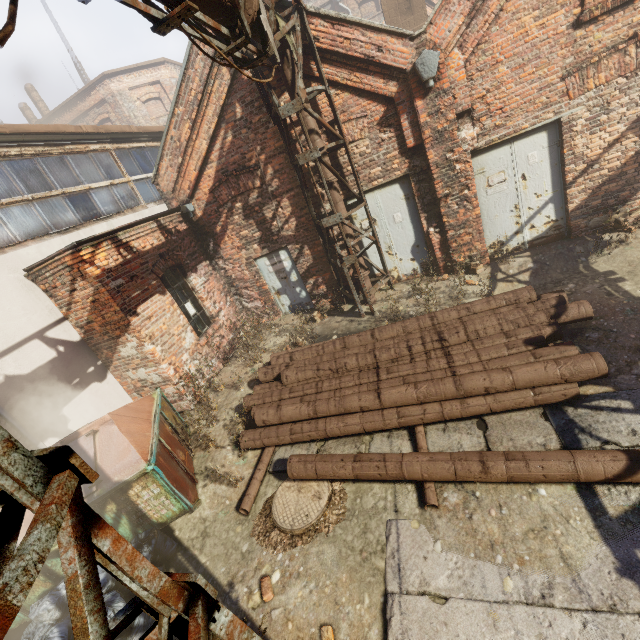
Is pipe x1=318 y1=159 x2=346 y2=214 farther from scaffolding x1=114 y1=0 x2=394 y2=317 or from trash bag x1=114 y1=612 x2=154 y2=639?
trash bag x1=114 y1=612 x2=154 y2=639

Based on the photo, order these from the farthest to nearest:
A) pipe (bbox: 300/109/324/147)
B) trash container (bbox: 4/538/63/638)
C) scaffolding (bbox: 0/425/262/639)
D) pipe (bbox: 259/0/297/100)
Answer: pipe (bbox: 300/109/324/147) < pipe (bbox: 259/0/297/100) < trash container (bbox: 4/538/63/638) < scaffolding (bbox: 0/425/262/639)

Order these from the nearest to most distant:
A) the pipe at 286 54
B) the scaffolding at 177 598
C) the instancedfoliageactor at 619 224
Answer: the scaffolding at 177 598 < the pipe at 286 54 < the instancedfoliageactor at 619 224

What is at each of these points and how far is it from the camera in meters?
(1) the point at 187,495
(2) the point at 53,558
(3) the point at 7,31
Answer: (1) trash container, 4.8 m
(2) trash container, 4.0 m
(3) scaffolding, 2.1 m

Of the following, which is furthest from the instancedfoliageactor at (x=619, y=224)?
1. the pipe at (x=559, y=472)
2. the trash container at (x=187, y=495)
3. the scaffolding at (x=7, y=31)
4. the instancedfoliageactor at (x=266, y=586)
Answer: the trash container at (x=187, y=495)

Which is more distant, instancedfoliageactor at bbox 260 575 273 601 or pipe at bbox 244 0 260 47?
pipe at bbox 244 0 260 47

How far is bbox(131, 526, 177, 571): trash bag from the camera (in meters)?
4.21

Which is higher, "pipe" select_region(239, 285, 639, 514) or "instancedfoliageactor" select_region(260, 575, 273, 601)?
"pipe" select_region(239, 285, 639, 514)
